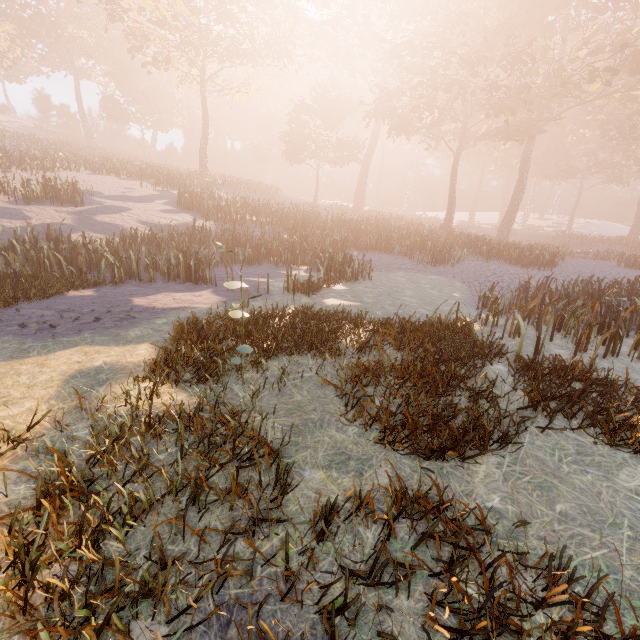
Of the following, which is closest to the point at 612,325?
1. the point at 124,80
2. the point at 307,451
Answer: the point at 307,451
